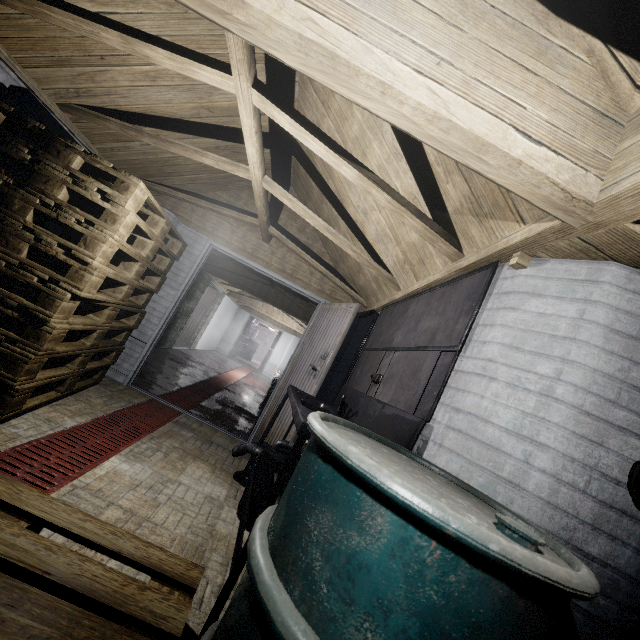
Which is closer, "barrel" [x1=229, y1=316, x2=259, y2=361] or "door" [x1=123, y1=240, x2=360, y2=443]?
"door" [x1=123, y1=240, x2=360, y2=443]

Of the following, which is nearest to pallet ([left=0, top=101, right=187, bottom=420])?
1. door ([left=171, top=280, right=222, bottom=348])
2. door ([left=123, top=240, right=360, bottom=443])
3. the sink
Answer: door ([left=123, top=240, right=360, bottom=443])

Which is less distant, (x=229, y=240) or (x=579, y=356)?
(x=579, y=356)

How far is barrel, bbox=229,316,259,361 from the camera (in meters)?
14.27

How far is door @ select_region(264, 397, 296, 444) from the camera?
3.0m

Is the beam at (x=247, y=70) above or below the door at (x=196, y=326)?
above

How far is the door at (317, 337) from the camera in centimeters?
320cm
